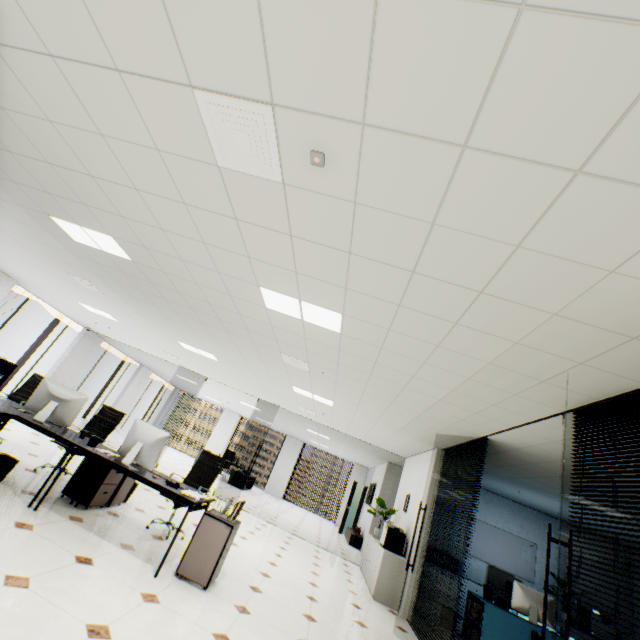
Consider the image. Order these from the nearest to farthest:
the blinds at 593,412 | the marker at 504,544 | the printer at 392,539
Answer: the blinds at 593,412 → the printer at 392,539 → the marker at 504,544

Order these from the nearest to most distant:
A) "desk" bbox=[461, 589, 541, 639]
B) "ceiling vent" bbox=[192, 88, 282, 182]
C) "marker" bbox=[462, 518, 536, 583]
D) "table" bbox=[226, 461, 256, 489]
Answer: "ceiling vent" bbox=[192, 88, 282, 182] → "desk" bbox=[461, 589, 541, 639] → "marker" bbox=[462, 518, 536, 583] → "table" bbox=[226, 461, 256, 489]

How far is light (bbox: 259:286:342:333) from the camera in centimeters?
350cm

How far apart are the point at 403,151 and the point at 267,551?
7.0m

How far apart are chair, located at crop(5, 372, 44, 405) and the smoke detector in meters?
6.6

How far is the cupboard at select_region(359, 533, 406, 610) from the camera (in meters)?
5.97

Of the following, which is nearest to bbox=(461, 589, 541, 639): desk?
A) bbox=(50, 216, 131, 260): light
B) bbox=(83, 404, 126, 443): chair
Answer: bbox=(83, 404, 126, 443): chair

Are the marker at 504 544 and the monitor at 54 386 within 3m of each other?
no
